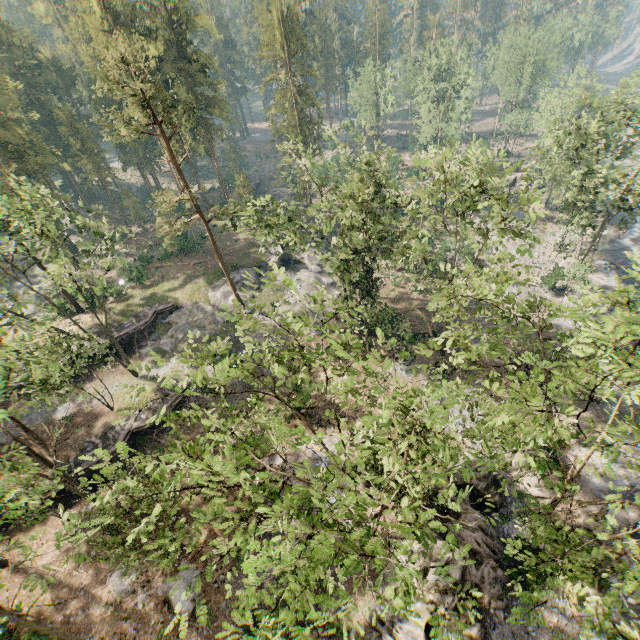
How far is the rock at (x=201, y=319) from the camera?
36.1 meters

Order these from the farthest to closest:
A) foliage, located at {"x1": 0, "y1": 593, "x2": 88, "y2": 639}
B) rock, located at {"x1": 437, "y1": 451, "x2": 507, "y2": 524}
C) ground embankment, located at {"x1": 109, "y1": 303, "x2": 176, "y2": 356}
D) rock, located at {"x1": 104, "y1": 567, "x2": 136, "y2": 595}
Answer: ground embankment, located at {"x1": 109, "y1": 303, "x2": 176, "y2": 356}
rock, located at {"x1": 104, "y1": 567, "x2": 136, "y2": 595}
rock, located at {"x1": 437, "y1": 451, "x2": 507, "y2": 524}
foliage, located at {"x1": 0, "y1": 593, "x2": 88, "y2": 639}

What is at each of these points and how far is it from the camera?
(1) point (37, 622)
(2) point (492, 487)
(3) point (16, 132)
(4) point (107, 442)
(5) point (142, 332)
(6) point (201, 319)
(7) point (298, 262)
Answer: (1) foliage, 14.9m
(2) rock, 22.2m
(3) foliage, 38.8m
(4) ground embankment, 28.0m
(5) ground embankment, 35.9m
(6) rock, 37.3m
(7) rock, 45.2m

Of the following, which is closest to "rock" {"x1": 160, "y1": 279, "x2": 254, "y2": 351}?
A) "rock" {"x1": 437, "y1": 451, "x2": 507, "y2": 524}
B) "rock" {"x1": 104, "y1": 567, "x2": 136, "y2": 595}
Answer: "rock" {"x1": 437, "y1": 451, "x2": 507, "y2": 524}

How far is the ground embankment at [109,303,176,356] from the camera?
35.03m

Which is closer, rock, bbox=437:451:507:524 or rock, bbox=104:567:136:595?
rock, bbox=437:451:507:524

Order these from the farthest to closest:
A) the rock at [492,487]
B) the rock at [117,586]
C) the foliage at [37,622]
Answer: the rock at [117,586] → the rock at [492,487] → the foliage at [37,622]

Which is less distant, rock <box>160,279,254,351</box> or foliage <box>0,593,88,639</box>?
foliage <box>0,593,88,639</box>
